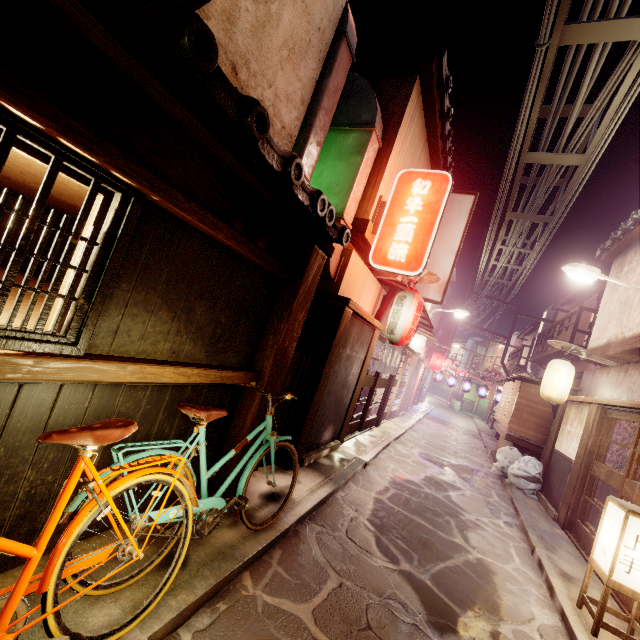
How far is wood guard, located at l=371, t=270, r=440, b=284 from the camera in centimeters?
1163cm

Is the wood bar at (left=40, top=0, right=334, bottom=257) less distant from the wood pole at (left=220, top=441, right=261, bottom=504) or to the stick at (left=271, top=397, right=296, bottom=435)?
the wood pole at (left=220, top=441, right=261, bottom=504)

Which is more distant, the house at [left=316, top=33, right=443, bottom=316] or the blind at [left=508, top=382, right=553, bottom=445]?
the blind at [left=508, top=382, right=553, bottom=445]

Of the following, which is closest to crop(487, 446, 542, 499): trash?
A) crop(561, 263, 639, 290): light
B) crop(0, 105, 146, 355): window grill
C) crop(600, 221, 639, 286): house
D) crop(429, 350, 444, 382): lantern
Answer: crop(600, 221, 639, 286): house

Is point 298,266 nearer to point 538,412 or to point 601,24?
point 601,24

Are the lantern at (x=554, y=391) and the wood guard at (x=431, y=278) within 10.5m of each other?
yes

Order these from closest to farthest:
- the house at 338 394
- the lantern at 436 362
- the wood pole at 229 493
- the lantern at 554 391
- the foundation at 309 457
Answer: the wood pole at 229 493 → the foundation at 309 457 → the house at 338 394 → the lantern at 554 391 → the lantern at 436 362

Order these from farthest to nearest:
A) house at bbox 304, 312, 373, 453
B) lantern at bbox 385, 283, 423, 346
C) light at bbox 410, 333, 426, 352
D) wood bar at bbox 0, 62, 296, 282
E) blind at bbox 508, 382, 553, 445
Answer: light at bbox 410, 333, 426, 352 < blind at bbox 508, 382, 553, 445 < lantern at bbox 385, 283, 423, 346 < house at bbox 304, 312, 373, 453 < wood bar at bbox 0, 62, 296, 282
